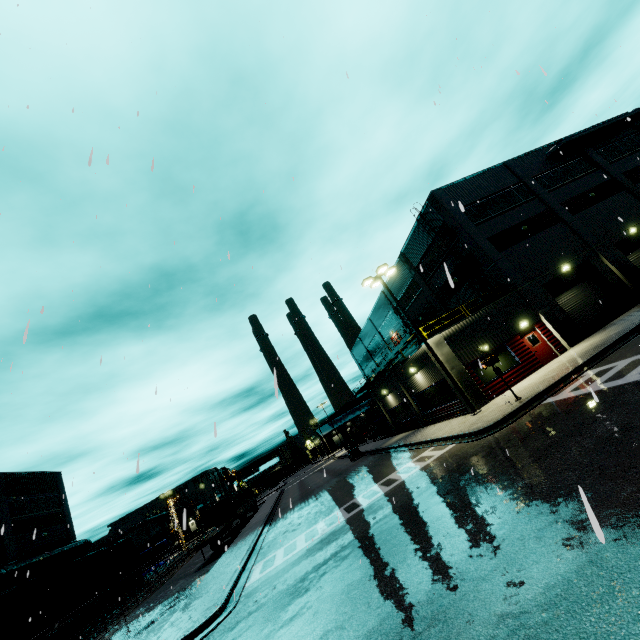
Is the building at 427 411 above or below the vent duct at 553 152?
below

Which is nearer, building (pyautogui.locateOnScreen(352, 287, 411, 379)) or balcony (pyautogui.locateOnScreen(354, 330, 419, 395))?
balcony (pyautogui.locateOnScreen(354, 330, 419, 395))

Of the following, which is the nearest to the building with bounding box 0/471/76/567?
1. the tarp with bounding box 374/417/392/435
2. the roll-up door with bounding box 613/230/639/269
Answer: the roll-up door with bounding box 613/230/639/269

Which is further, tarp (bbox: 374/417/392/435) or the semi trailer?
tarp (bbox: 374/417/392/435)

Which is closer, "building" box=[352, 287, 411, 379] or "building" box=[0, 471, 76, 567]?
"building" box=[0, 471, 76, 567]

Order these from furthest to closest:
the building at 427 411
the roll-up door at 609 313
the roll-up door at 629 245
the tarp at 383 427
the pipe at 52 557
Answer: the tarp at 383 427 → the roll-up door at 629 245 → the pipe at 52 557 → the roll-up door at 609 313 → the building at 427 411

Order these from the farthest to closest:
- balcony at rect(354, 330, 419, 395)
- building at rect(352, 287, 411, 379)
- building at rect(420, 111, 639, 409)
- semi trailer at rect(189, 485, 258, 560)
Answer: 1. building at rect(352, 287, 411, 379)
2. semi trailer at rect(189, 485, 258, 560)
3. balcony at rect(354, 330, 419, 395)
4. building at rect(420, 111, 639, 409)

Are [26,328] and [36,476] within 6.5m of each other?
no
